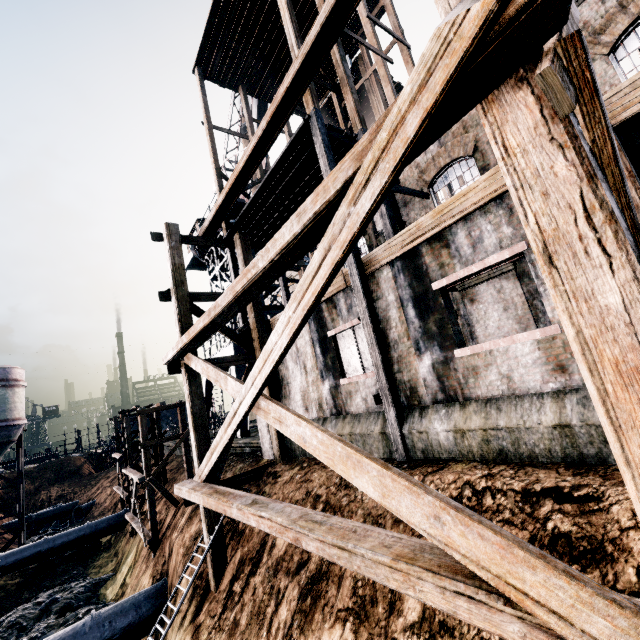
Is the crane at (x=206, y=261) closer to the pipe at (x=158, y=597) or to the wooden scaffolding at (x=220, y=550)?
the wooden scaffolding at (x=220, y=550)

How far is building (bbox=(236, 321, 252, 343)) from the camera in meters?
15.2 m

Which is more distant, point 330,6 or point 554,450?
point 330,6

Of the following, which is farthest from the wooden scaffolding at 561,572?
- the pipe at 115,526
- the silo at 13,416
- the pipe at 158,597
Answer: the silo at 13,416

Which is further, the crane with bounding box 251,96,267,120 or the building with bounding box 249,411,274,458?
the crane with bounding box 251,96,267,120

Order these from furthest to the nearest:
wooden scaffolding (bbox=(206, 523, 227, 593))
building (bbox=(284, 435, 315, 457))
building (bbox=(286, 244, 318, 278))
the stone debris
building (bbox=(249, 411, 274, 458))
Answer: building (bbox=(286, 244, 318, 278))
the stone debris
building (bbox=(249, 411, 274, 458))
building (bbox=(284, 435, 315, 457))
wooden scaffolding (bbox=(206, 523, 227, 593))

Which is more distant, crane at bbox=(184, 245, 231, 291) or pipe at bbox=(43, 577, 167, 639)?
crane at bbox=(184, 245, 231, 291)

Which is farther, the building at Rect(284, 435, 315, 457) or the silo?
the silo
